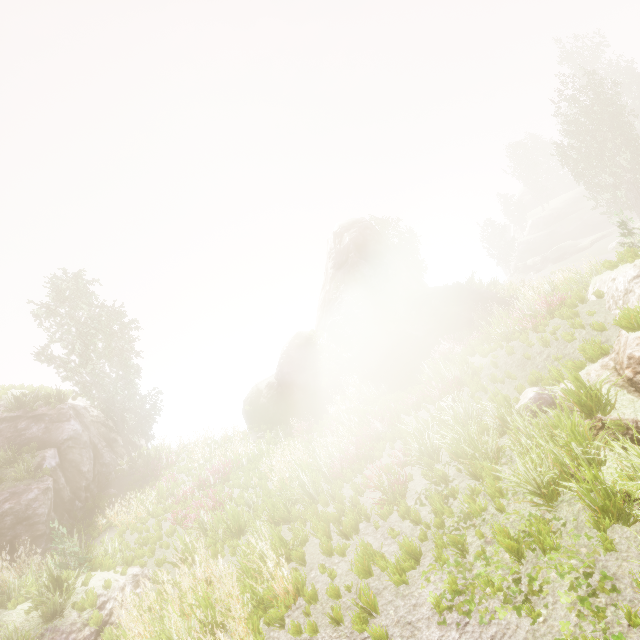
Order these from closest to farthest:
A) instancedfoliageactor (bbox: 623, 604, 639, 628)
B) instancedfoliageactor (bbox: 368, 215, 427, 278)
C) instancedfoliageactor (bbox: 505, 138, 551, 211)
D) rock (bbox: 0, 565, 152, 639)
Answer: instancedfoliageactor (bbox: 623, 604, 639, 628) → rock (bbox: 0, 565, 152, 639) → instancedfoliageactor (bbox: 368, 215, 427, 278) → instancedfoliageactor (bbox: 505, 138, 551, 211)

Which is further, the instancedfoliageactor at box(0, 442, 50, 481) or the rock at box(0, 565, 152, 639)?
the instancedfoliageactor at box(0, 442, 50, 481)

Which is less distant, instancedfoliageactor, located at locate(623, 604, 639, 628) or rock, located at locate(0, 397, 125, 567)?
instancedfoliageactor, located at locate(623, 604, 639, 628)

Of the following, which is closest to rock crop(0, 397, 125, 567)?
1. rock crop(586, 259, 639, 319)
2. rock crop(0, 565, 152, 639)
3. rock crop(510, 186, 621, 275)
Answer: rock crop(0, 565, 152, 639)

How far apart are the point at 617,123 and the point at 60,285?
41.78m

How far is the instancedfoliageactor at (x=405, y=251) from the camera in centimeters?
3519cm

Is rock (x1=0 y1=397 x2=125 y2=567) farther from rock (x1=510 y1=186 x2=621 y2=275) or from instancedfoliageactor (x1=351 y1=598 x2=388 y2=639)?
rock (x1=510 y1=186 x2=621 y2=275)

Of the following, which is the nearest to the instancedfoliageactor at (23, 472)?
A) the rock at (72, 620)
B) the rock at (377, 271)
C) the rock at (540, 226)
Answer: the rock at (377, 271)
